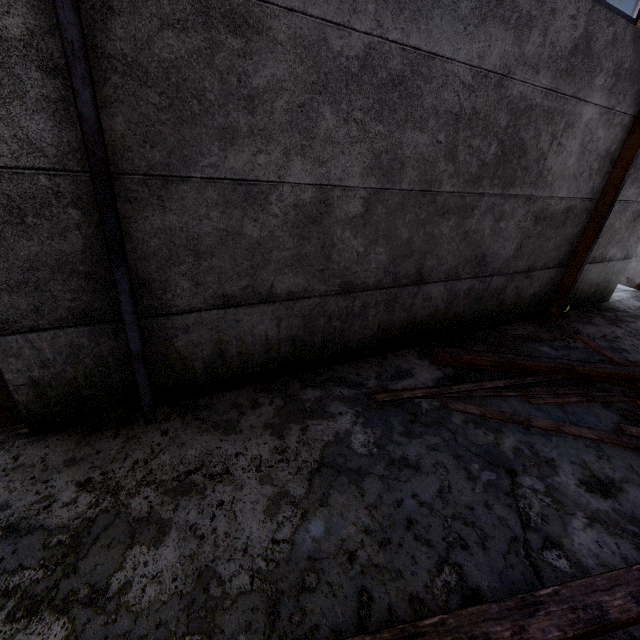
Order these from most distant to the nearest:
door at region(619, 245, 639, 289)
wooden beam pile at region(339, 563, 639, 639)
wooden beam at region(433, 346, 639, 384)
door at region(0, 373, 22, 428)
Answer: door at region(619, 245, 639, 289), wooden beam at region(433, 346, 639, 384), door at region(0, 373, 22, 428), wooden beam pile at region(339, 563, 639, 639)

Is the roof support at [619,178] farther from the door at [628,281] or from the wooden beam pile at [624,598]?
the door at [628,281]

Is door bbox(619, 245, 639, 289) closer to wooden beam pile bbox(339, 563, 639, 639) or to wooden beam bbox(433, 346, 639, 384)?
wooden beam bbox(433, 346, 639, 384)

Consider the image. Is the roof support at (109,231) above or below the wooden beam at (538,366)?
above

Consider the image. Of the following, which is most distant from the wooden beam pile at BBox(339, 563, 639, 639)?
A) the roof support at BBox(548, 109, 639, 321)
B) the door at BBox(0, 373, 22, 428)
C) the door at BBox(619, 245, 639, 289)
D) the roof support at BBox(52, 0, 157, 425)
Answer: the door at BBox(619, 245, 639, 289)

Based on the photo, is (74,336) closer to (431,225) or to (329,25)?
(329,25)

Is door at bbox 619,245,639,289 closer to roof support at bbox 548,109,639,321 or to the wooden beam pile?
roof support at bbox 548,109,639,321

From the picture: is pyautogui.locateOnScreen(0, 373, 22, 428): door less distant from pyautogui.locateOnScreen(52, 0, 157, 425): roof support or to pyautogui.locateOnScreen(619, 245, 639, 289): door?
pyautogui.locateOnScreen(52, 0, 157, 425): roof support
